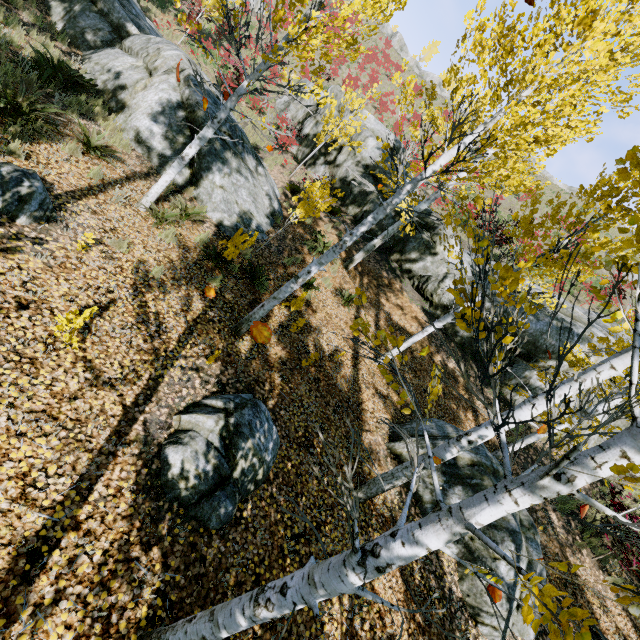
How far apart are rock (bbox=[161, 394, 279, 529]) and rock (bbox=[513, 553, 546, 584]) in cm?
331

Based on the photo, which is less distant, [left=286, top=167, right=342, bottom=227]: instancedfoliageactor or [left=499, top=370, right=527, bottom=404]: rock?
[left=286, top=167, right=342, bottom=227]: instancedfoliageactor

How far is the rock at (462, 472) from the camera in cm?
652

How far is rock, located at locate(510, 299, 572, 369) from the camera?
10.9 meters

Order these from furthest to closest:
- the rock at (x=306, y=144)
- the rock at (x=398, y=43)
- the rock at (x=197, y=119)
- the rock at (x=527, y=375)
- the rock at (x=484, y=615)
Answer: the rock at (x=398, y=43), the rock at (x=306, y=144), the rock at (x=527, y=375), the rock at (x=197, y=119), the rock at (x=484, y=615)

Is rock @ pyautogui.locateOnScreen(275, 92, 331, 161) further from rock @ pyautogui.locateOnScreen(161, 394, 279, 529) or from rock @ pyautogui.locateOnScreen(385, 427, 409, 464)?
rock @ pyautogui.locateOnScreen(161, 394, 279, 529)

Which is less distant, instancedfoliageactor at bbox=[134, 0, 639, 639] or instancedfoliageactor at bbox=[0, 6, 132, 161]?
instancedfoliageactor at bbox=[134, 0, 639, 639]

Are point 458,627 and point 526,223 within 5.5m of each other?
no
